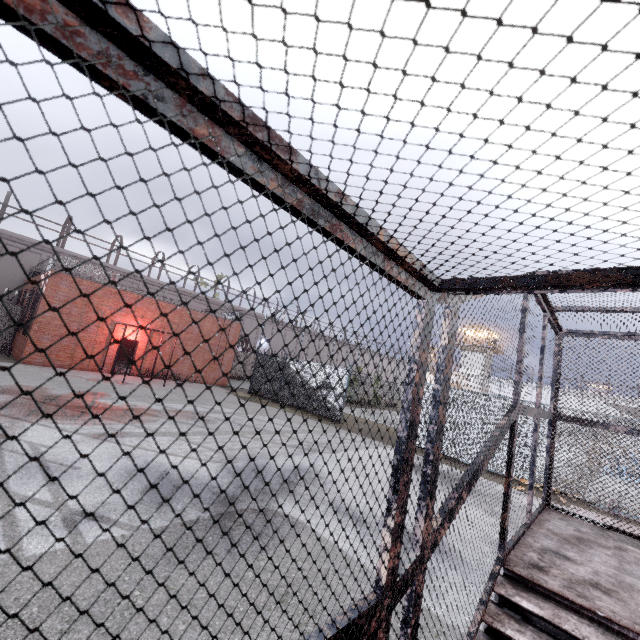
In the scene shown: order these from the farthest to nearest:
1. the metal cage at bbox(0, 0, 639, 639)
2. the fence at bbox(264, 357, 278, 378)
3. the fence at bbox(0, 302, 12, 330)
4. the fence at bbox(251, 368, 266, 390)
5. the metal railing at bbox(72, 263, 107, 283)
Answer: the fence at bbox(251, 368, 266, 390)
the fence at bbox(264, 357, 278, 378)
the fence at bbox(0, 302, 12, 330)
the metal railing at bbox(72, 263, 107, 283)
the metal cage at bbox(0, 0, 639, 639)

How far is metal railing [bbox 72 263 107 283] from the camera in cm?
1781

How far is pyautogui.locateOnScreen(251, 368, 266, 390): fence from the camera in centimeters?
2123cm

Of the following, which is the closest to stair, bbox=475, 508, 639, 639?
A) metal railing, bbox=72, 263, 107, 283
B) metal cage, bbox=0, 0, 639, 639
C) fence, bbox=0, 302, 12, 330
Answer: metal cage, bbox=0, 0, 639, 639

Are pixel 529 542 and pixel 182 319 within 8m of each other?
no

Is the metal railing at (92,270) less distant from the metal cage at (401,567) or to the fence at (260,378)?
the fence at (260,378)

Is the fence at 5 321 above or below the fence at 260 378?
above
